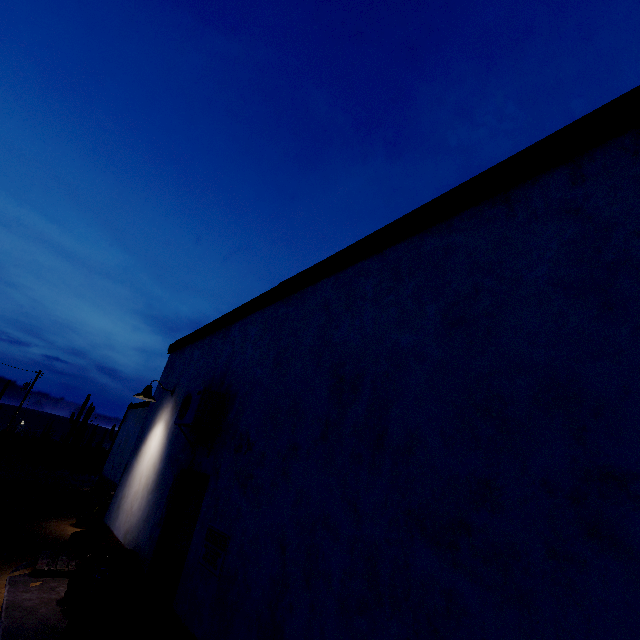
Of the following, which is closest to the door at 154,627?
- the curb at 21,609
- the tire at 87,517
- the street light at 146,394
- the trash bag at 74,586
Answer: the curb at 21,609

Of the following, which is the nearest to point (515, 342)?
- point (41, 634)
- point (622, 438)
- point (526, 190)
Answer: point (622, 438)

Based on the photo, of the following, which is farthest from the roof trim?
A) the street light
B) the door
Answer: the door

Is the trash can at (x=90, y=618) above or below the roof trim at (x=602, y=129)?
below

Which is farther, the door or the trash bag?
the trash bag

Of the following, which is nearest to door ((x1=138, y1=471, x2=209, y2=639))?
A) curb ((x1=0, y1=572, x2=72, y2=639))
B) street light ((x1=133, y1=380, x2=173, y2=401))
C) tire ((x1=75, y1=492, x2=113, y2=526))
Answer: curb ((x1=0, y1=572, x2=72, y2=639))

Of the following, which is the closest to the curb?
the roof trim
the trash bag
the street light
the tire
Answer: the trash bag

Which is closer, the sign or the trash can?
the sign
